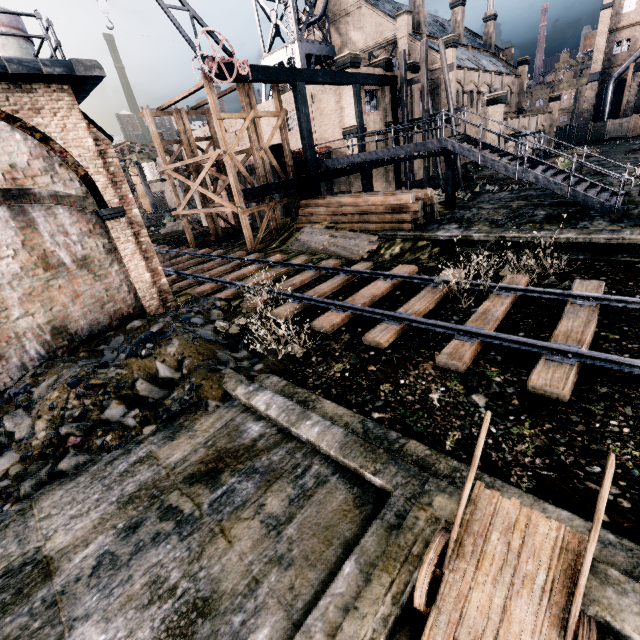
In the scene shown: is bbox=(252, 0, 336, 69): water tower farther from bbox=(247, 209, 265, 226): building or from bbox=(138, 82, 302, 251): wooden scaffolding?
bbox=(138, 82, 302, 251): wooden scaffolding

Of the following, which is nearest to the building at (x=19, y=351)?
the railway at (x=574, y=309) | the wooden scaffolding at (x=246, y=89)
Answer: the railway at (x=574, y=309)

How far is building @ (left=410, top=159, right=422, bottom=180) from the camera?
32.9 meters

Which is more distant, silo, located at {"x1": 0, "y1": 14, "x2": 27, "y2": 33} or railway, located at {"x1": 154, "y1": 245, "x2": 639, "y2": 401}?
silo, located at {"x1": 0, "y1": 14, "x2": 27, "y2": 33}

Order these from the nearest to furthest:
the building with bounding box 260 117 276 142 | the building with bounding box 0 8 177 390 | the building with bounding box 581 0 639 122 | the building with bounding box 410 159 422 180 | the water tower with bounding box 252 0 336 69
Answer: the building with bounding box 0 8 177 390 < the building with bounding box 260 117 276 142 < the water tower with bounding box 252 0 336 69 < the building with bounding box 410 159 422 180 < the building with bounding box 581 0 639 122

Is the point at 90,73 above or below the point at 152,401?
above

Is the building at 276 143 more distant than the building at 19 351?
Yes
